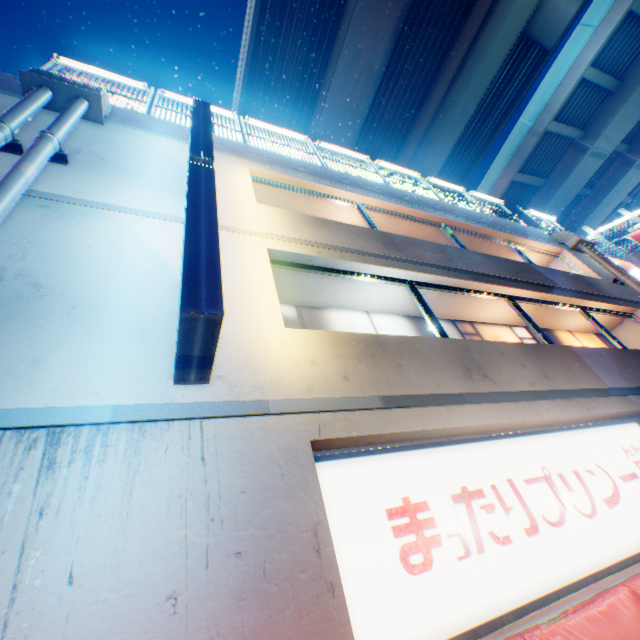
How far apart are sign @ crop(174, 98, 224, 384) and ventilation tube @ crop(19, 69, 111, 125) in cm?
321

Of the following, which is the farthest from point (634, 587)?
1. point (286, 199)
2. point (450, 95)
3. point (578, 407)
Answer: point (450, 95)

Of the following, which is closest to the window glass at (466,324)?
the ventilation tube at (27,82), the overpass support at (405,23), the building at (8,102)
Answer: the building at (8,102)

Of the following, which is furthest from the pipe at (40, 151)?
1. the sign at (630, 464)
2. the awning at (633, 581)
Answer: the sign at (630, 464)

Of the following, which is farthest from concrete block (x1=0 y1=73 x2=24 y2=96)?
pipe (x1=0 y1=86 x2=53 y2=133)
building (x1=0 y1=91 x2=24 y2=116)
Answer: pipe (x1=0 y1=86 x2=53 y2=133)

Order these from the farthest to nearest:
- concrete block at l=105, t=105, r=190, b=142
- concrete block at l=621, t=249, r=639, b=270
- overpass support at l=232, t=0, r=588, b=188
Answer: overpass support at l=232, t=0, r=588, b=188 → concrete block at l=621, t=249, r=639, b=270 → concrete block at l=105, t=105, r=190, b=142

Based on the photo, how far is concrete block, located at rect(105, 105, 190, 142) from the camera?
6.3 meters

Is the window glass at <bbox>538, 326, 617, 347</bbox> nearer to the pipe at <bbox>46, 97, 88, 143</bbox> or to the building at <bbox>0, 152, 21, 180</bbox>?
Answer: the building at <bbox>0, 152, 21, 180</bbox>
